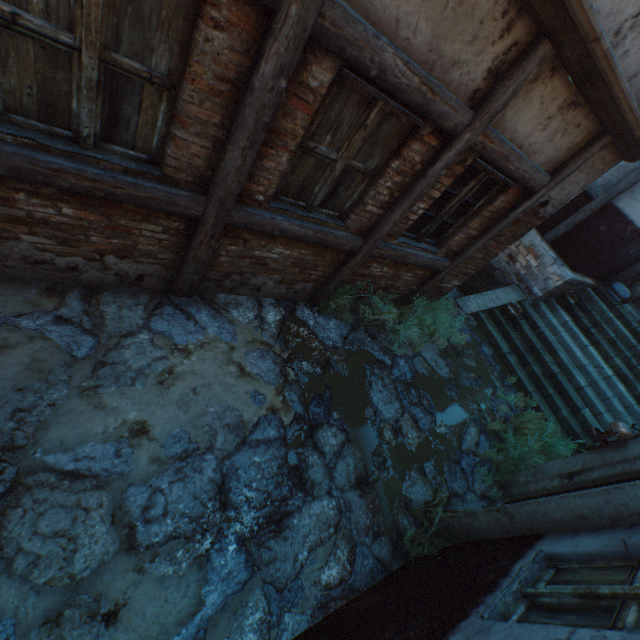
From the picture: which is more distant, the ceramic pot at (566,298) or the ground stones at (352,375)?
the ceramic pot at (566,298)

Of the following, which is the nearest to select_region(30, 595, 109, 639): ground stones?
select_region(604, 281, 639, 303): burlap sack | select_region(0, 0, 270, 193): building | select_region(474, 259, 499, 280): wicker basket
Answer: select_region(474, 259, 499, 280): wicker basket

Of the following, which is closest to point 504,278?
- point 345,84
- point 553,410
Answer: point 553,410

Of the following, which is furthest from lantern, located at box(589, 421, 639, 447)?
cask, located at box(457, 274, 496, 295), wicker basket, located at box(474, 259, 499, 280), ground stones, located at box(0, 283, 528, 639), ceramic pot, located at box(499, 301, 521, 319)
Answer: wicker basket, located at box(474, 259, 499, 280)

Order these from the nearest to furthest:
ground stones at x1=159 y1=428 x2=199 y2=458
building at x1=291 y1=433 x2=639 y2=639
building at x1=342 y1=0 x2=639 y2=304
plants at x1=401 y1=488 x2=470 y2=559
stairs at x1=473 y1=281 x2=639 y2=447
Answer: building at x1=291 y1=433 x2=639 y2=639 < building at x1=342 y1=0 x2=639 y2=304 < ground stones at x1=159 y1=428 x2=199 y2=458 < plants at x1=401 y1=488 x2=470 y2=559 < stairs at x1=473 y1=281 x2=639 y2=447

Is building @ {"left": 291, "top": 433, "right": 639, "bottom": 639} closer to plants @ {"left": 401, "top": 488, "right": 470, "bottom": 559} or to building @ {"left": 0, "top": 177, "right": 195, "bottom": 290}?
building @ {"left": 0, "top": 177, "right": 195, "bottom": 290}

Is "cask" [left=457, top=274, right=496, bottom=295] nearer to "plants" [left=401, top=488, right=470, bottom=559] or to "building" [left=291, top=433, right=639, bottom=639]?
"building" [left=291, top=433, right=639, bottom=639]

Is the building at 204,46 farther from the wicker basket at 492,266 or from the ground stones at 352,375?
the wicker basket at 492,266
